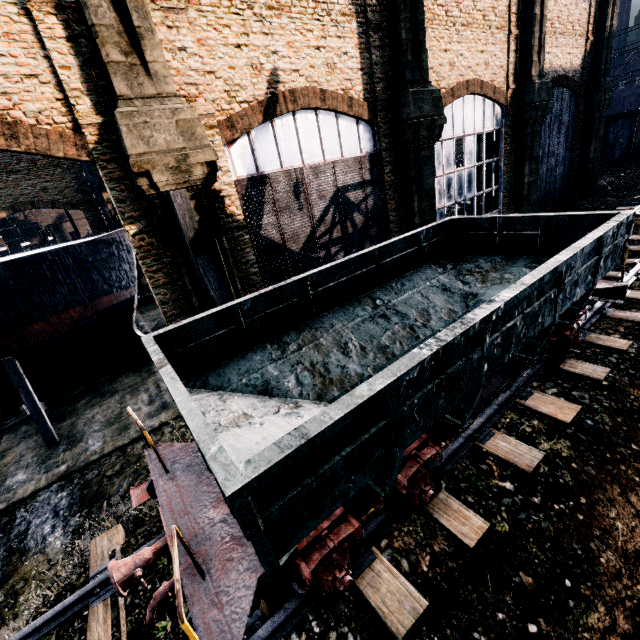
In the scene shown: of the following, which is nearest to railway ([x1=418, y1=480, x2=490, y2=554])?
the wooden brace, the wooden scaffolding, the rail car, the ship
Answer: the rail car

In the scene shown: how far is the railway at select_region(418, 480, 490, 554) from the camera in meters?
5.7

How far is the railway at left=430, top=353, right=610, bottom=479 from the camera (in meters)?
6.89

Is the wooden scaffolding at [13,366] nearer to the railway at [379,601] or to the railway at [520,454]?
the railway at [379,601]

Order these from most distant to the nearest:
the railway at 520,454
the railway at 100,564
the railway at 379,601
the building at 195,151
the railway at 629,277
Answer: the railway at 629,277
the building at 195,151
the railway at 520,454
the railway at 100,564
the railway at 379,601

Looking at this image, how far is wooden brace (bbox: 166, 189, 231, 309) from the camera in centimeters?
950cm

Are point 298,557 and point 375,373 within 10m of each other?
yes

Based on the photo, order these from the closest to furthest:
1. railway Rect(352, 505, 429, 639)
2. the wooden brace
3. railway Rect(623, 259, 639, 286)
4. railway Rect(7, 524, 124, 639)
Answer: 1. railway Rect(352, 505, 429, 639)
2. railway Rect(7, 524, 124, 639)
3. the wooden brace
4. railway Rect(623, 259, 639, 286)
